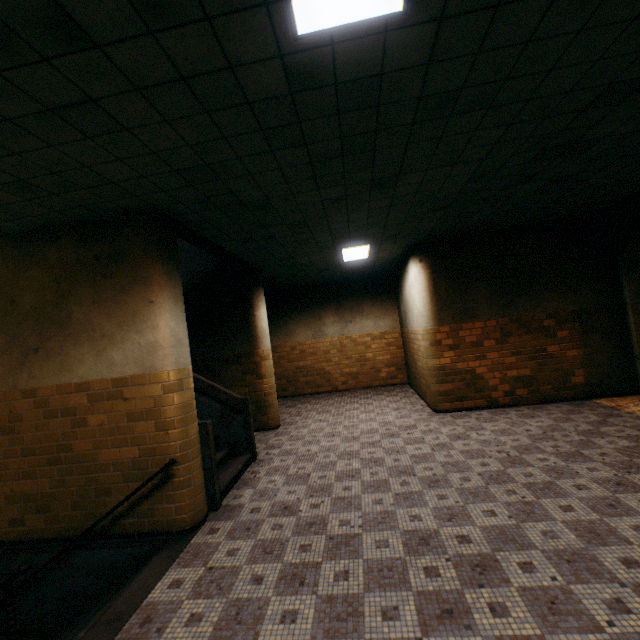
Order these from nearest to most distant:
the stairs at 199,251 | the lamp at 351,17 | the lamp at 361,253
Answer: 1. the lamp at 351,17
2. the stairs at 199,251
3. the lamp at 361,253

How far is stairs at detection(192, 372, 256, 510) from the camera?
4.38m

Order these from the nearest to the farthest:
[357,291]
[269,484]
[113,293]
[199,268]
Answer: [113,293]
[269,484]
[199,268]
[357,291]

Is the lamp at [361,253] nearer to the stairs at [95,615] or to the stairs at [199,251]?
the stairs at [199,251]

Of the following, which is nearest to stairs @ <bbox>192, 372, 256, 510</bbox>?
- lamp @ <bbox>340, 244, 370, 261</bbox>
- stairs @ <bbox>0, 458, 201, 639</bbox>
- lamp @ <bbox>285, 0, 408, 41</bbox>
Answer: stairs @ <bbox>0, 458, 201, 639</bbox>

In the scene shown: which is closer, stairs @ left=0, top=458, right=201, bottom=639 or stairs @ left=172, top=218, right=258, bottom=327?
stairs @ left=0, top=458, right=201, bottom=639

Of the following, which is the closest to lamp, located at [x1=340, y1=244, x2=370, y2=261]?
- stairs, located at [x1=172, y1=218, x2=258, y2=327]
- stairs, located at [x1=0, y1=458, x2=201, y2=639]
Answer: stairs, located at [x1=172, y1=218, x2=258, y2=327]

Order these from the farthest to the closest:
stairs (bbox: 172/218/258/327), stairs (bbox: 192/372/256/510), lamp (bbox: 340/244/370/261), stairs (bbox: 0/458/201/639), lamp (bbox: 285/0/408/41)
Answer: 1. lamp (bbox: 340/244/370/261)
2. stairs (bbox: 172/218/258/327)
3. stairs (bbox: 192/372/256/510)
4. stairs (bbox: 0/458/201/639)
5. lamp (bbox: 285/0/408/41)
